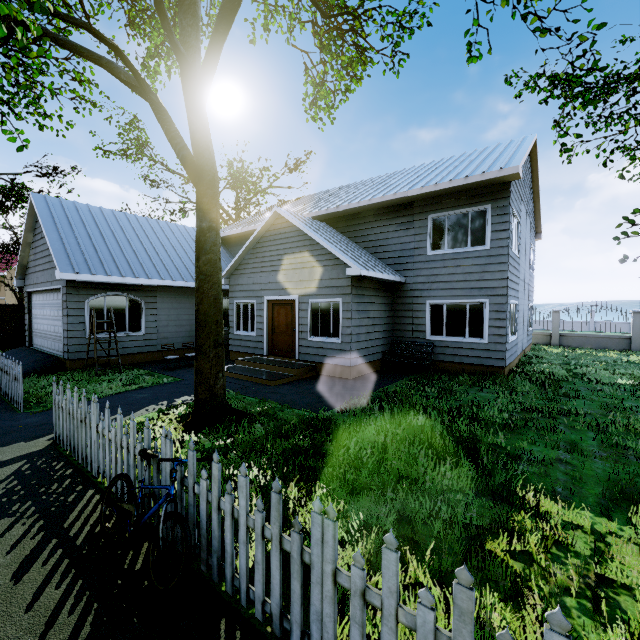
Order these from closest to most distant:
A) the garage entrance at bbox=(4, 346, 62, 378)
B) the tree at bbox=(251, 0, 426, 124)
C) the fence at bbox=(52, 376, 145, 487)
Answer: the fence at bbox=(52, 376, 145, 487), the tree at bbox=(251, 0, 426, 124), the garage entrance at bbox=(4, 346, 62, 378)

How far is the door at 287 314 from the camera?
11.4m

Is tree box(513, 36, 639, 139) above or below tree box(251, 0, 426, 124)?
below

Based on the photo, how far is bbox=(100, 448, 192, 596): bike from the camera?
2.62m

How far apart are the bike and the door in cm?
788

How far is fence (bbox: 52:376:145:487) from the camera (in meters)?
3.75

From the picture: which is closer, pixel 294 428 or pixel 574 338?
pixel 294 428

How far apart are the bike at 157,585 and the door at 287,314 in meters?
7.9
